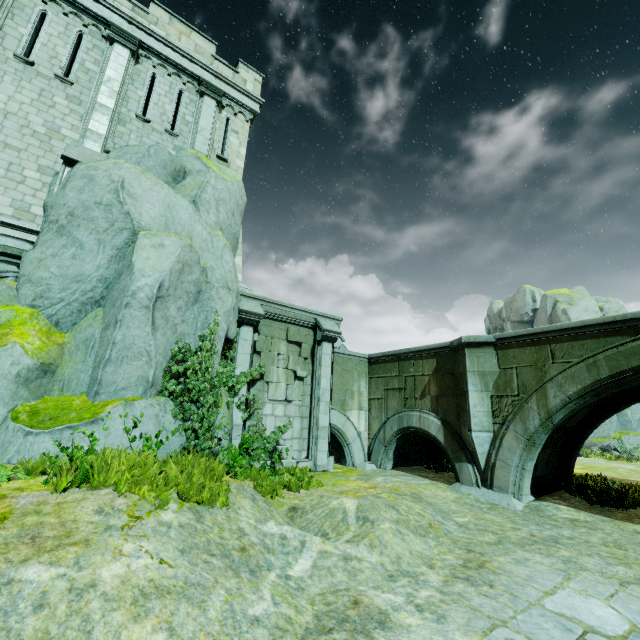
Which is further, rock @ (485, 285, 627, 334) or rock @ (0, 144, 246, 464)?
rock @ (485, 285, 627, 334)

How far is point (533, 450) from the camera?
9.09m

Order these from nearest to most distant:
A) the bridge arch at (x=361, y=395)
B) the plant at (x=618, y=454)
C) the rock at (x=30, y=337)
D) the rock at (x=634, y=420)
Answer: the rock at (x=30, y=337) < the bridge arch at (x=361, y=395) < the plant at (x=618, y=454) < the rock at (x=634, y=420)

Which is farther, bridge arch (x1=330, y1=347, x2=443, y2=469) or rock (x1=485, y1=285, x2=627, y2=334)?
rock (x1=485, y1=285, x2=627, y2=334)

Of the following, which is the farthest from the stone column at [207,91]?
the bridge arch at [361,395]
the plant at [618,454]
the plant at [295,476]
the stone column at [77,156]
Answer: the plant at [618,454]

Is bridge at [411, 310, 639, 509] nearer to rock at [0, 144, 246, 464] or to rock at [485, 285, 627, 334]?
rock at [0, 144, 246, 464]

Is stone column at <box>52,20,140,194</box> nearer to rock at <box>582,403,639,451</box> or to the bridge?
the bridge

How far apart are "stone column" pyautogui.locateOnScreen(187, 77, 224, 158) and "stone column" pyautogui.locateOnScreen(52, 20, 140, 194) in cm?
202
